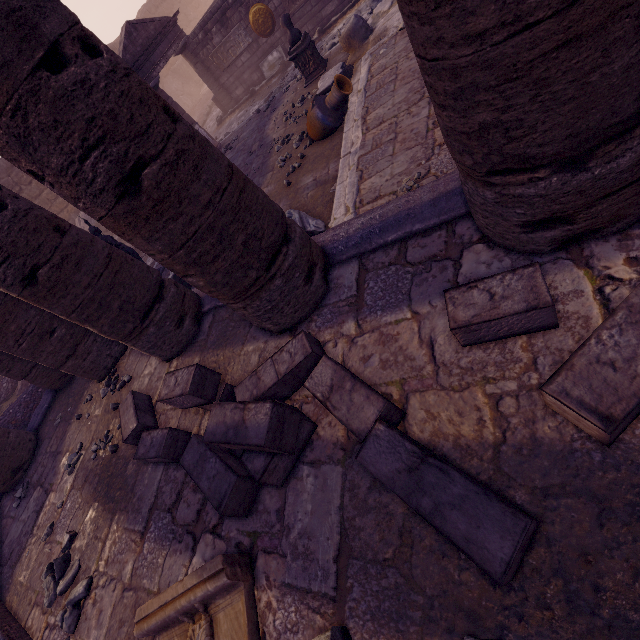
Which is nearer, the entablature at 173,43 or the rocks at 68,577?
the rocks at 68,577

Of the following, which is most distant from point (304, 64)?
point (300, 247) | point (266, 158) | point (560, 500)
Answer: point (560, 500)

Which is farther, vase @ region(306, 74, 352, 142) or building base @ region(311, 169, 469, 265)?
vase @ region(306, 74, 352, 142)

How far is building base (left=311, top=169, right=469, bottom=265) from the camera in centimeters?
267cm

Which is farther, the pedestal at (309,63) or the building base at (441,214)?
the pedestal at (309,63)

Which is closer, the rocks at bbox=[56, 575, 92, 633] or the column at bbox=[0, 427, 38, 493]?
the rocks at bbox=[56, 575, 92, 633]

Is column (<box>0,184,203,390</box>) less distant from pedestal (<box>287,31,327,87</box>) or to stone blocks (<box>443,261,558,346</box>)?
stone blocks (<box>443,261,558,346</box>)

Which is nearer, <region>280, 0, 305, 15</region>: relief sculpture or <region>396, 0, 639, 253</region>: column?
<region>396, 0, 639, 253</region>: column
